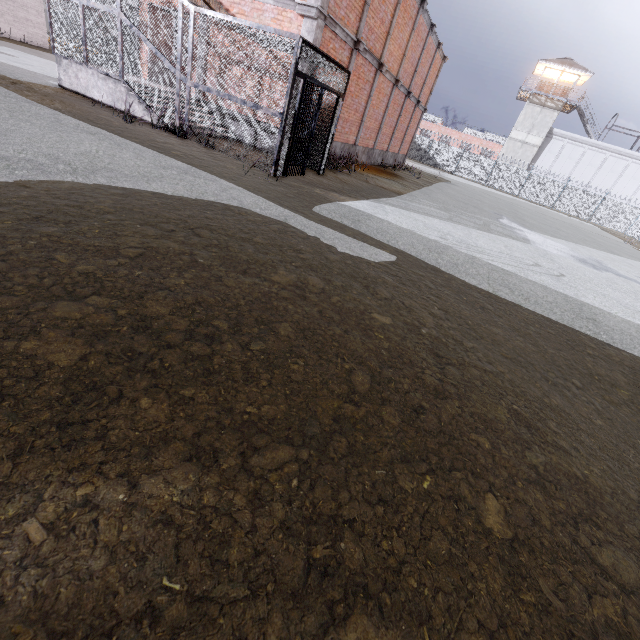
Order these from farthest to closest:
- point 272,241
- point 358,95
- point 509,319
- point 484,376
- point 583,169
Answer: point 583,169
point 358,95
point 509,319
point 272,241
point 484,376

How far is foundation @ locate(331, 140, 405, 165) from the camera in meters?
14.3

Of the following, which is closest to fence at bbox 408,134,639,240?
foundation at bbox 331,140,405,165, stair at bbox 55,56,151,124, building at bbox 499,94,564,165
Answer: building at bbox 499,94,564,165

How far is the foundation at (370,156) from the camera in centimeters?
1427cm

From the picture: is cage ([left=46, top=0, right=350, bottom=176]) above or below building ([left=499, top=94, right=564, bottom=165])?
below

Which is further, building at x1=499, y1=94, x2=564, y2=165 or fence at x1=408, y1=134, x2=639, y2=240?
building at x1=499, y1=94, x2=564, y2=165

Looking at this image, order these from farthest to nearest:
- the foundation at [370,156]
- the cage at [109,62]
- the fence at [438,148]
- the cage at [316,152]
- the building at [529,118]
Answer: the building at [529,118] < the fence at [438,148] < the foundation at [370,156] < the cage at [316,152] < the cage at [109,62]

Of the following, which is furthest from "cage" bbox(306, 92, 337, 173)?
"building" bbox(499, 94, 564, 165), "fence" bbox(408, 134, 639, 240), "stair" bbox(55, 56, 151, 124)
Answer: "building" bbox(499, 94, 564, 165)
